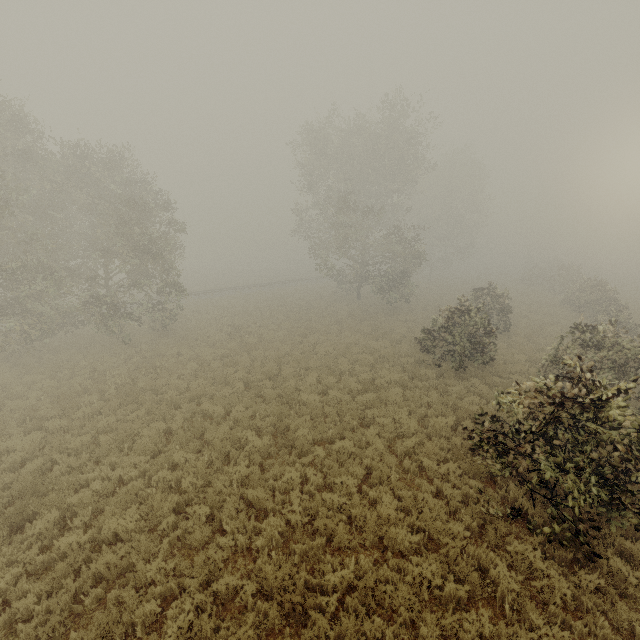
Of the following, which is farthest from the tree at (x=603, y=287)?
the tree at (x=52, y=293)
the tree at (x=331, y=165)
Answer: the tree at (x=52, y=293)

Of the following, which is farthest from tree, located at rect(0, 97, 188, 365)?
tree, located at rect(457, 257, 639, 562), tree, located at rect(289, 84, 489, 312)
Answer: tree, located at rect(457, 257, 639, 562)

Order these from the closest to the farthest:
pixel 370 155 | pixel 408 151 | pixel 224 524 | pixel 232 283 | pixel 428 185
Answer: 1. pixel 224 524
2. pixel 370 155
3. pixel 408 151
4. pixel 428 185
5. pixel 232 283

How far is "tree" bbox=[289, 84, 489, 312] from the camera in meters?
25.7

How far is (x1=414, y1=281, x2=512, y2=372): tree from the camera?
14.6 meters

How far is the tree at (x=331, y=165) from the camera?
25.7m
